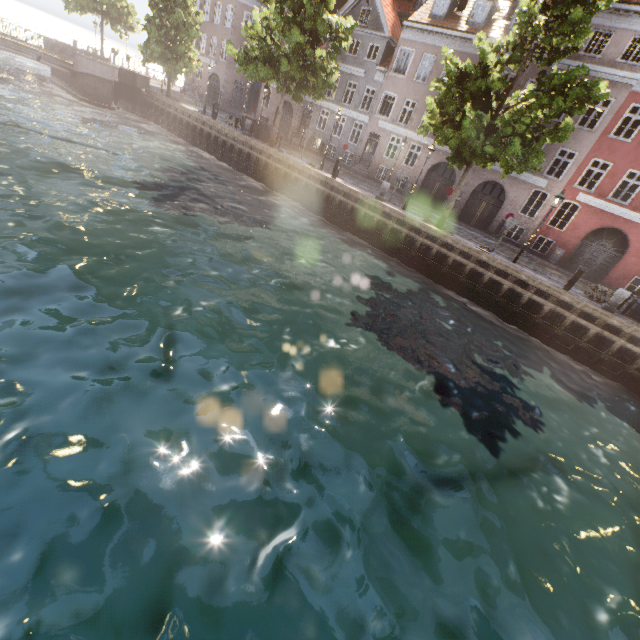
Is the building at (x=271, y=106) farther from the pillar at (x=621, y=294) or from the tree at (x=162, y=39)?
the pillar at (x=621, y=294)

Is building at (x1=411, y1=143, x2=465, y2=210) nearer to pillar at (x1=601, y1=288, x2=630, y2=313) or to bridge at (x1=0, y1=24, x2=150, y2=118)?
pillar at (x1=601, y1=288, x2=630, y2=313)

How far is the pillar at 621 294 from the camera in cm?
1423

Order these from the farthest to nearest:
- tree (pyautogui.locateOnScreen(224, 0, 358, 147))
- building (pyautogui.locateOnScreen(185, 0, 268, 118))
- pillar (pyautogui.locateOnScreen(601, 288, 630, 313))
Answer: building (pyautogui.locateOnScreen(185, 0, 268, 118)) → tree (pyautogui.locateOnScreen(224, 0, 358, 147)) → pillar (pyautogui.locateOnScreen(601, 288, 630, 313))

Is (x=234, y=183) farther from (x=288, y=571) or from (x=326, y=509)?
(x=288, y=571)

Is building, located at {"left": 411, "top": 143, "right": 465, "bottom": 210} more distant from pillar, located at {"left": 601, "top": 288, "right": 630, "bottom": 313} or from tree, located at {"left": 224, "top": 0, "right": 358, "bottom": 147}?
pillar, located at {"left": 601, "top": 288, "right": 630, "bottom": 313}

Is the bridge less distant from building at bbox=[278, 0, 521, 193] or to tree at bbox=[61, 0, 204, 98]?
tree at bbox=[61, 0, 204, 98]
